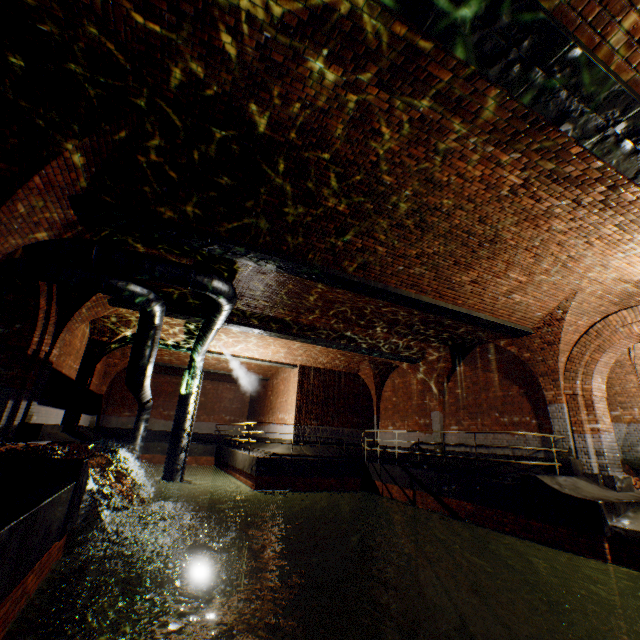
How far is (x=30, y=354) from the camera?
8.07m

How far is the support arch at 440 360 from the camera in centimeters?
1334cm

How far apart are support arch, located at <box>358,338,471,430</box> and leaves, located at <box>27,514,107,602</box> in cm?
1127

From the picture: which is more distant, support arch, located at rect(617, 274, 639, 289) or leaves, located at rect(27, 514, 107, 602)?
support arch, located at rect(617, 274, 639, 289)

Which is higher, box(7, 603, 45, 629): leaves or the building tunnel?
the building tunnel

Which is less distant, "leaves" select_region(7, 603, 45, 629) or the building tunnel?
"leaves" select_region(7, 603, 45, 629)

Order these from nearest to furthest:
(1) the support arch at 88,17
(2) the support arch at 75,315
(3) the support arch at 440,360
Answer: (1) the support arch at 88,17 < (2) the support arch at 75,315 < (3) the support arch at 440,360

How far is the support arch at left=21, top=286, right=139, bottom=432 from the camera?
8.62m
